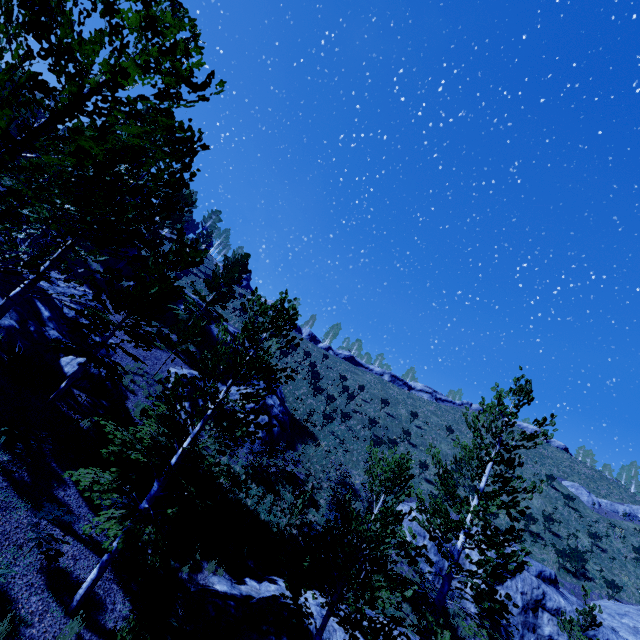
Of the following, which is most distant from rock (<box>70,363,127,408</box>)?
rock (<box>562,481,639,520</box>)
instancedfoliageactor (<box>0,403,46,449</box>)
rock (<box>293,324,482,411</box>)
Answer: rock (<box>562,481,639,520</box>)

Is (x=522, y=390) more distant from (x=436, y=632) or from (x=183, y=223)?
(x=183, y=223)

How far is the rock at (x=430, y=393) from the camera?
52.4 meters

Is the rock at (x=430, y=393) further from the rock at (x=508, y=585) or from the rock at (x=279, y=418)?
the rock at (x=508, y=585)

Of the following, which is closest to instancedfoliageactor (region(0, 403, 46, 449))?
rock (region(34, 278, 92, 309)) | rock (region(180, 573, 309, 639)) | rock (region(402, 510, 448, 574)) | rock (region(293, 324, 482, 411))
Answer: rock (region(34, 278, 92, 309))

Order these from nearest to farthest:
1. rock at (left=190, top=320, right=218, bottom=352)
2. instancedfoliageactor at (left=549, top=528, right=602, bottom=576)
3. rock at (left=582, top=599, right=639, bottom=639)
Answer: rock at (left=582, top=599, right=639, bottom=639) < instancedfoliageactor at (left=549, top=528, right=602, bottom=576) < rock at (left=190, top=320, right=218, bottom=352)

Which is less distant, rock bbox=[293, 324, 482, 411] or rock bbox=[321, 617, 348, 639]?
rock bbox=[321, 617, 348, 639]

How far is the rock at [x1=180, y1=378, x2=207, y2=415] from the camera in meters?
19.2 m
